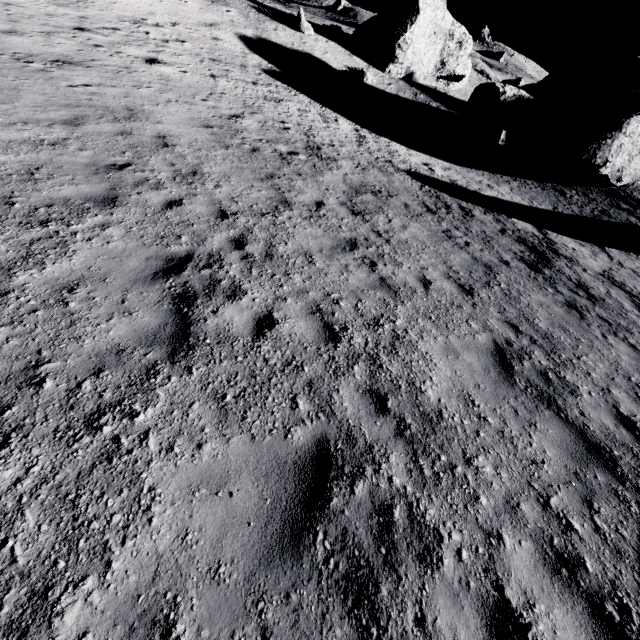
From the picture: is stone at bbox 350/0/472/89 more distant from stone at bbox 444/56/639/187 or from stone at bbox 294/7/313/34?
stone at bbox 444/56/639/187

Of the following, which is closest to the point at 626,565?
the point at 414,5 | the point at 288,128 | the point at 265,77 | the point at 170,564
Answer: the point at 170,564

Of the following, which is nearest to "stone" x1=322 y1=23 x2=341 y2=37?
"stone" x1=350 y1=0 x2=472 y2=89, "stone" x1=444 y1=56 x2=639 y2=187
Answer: "stone" x1=350 y1=0 x2=472 y2=89

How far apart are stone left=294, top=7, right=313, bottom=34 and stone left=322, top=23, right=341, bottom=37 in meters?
3.0 m

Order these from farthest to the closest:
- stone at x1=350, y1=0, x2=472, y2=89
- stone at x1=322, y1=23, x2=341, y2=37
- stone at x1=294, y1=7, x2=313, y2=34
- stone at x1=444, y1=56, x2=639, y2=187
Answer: stone at x1=322, y1=23, x2=341, y2=37 < stone at x1=350, y1=0, x2=472, y2=89 < stone at x1=294, y1=7, x2=313, y2=34 < stone at x1=444, y1=56, x2=639, y2=187

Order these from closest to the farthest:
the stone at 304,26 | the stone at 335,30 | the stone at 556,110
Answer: the stone at 556,110, the stone at 304,26, the stone at 335,30

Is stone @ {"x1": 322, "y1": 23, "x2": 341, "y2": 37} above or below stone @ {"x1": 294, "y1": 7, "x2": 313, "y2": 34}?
above

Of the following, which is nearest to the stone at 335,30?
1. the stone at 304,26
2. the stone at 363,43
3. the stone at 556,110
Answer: the stone at 363,43
